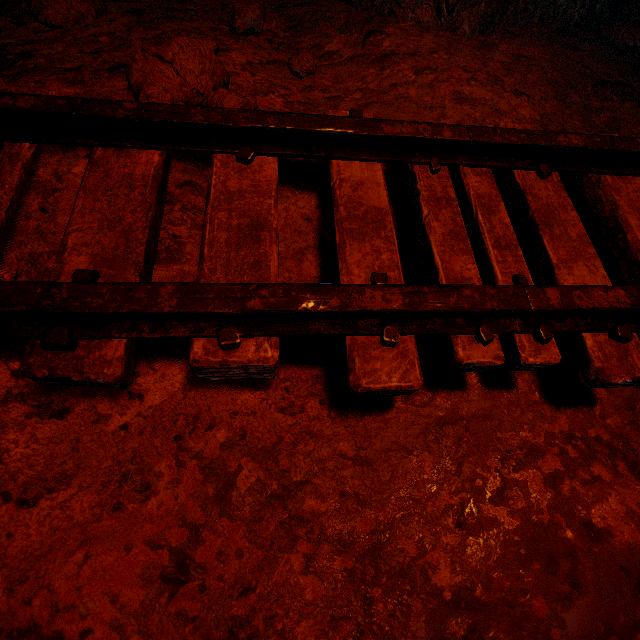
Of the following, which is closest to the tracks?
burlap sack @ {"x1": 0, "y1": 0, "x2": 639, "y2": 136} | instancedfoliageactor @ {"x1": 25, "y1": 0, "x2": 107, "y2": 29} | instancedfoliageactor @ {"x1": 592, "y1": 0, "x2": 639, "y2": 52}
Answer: burlap sack @ {"x1": 0, "y1": 0, "x2": 639, "y2": 136}

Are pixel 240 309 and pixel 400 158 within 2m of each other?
yes

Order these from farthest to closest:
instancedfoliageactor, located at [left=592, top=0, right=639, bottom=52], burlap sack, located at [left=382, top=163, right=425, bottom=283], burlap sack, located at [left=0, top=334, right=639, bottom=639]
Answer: instancedfoliageactor, located at [left=592, top=0, right=639, bottom=52] → burlap sack, located at [left=382, top=163, right=425, bottom=283] → burlap sack, located at [left=0, top=334, right=639, bottom=639]

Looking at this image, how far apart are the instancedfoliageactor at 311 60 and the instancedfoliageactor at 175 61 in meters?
0.5

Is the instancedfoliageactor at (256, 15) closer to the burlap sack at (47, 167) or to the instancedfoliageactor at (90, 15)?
the burlap sack at (47, 167)

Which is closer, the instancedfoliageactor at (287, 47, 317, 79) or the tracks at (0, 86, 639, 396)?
the tracks at (0, 86, 639, 396)

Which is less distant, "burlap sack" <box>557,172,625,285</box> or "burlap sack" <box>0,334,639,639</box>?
"burlap sack" <box>0,334,639,639</box>

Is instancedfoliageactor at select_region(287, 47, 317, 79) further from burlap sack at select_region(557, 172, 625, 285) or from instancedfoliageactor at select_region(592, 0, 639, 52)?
instancedfoliageactor at select_region(592, 0, 639, 52)
